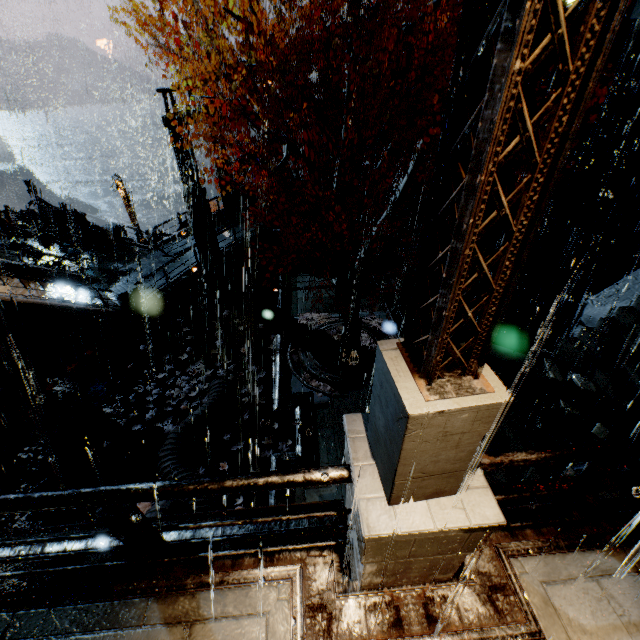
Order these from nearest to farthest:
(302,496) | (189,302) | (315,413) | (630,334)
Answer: (630,334) → (302,496) → (315,413) → (189,302)

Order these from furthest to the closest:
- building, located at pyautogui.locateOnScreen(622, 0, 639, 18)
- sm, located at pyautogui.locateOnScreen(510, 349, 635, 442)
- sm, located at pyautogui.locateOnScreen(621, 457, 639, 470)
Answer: building, located at pyautogui.locateOnScreen(622, 0, 639, 18)
sm, located at pyautogui.locateOnScreen(510, 349, 635, 442)
sm, located at pyautogui.locateOnScreen(621, 457, 639, 470)

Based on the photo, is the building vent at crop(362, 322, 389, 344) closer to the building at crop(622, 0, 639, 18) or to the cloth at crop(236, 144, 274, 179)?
the building at crop(622, 0, 639, 18)

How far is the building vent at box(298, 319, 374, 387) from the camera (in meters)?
11.16

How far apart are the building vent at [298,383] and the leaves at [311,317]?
0.0 meters

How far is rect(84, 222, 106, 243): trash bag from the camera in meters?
21.7

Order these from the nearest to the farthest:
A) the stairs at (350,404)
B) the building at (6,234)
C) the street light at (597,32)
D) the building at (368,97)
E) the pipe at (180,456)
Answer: the street light at (597,32), the pipe at (180,456), the stairs at (350,404), the building at (368,97), the building at (6,234)

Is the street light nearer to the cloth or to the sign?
the sign
